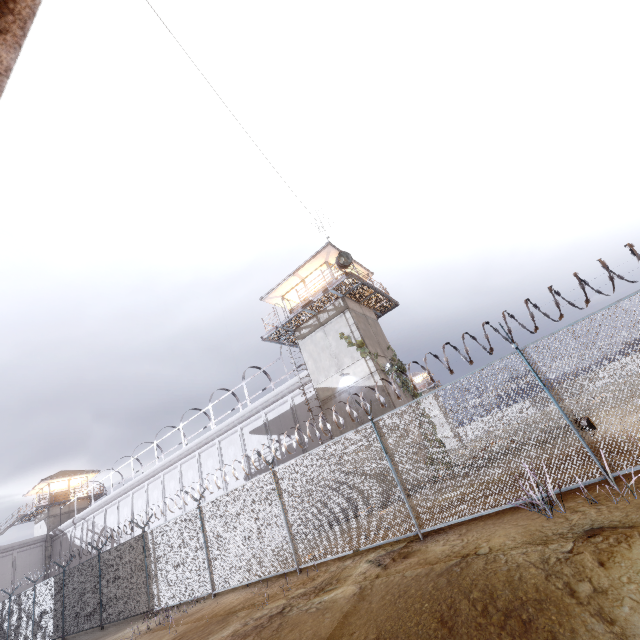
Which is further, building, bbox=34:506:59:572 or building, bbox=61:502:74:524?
building, bbox=61:502:74:524

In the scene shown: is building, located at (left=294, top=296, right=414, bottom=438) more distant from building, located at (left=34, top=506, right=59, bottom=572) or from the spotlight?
building, located at (left=34, top=506, right=59, bottom=572)

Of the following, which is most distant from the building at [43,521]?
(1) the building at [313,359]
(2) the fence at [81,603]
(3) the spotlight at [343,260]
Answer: (3) the spotlight at [343,260]

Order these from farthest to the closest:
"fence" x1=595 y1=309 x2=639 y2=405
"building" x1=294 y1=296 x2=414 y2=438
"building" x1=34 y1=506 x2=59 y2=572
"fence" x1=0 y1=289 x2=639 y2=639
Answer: "building" x1=34 y1=506 x2=59 y2=572
"building" x1=294 y1=296 x2=414 y2=438
"fence" x1=0 y1=289 x2=639 y2=639
"fence" x1=595 y1=309 x2=639 y2=405

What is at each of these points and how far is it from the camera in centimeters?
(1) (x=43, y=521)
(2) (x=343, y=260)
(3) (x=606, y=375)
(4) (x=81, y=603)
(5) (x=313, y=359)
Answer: (1) building, 3709cm
(2) spotlight, 1788cm
(3) fence, 5953cm
(4) fence, 1538cm
(5) building, 1933cm

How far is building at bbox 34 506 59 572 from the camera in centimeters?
3516cm

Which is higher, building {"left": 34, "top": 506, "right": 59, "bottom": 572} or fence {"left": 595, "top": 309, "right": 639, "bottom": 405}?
building {"left": 34, "top": 506, "right": 59, "bottom": 572}
